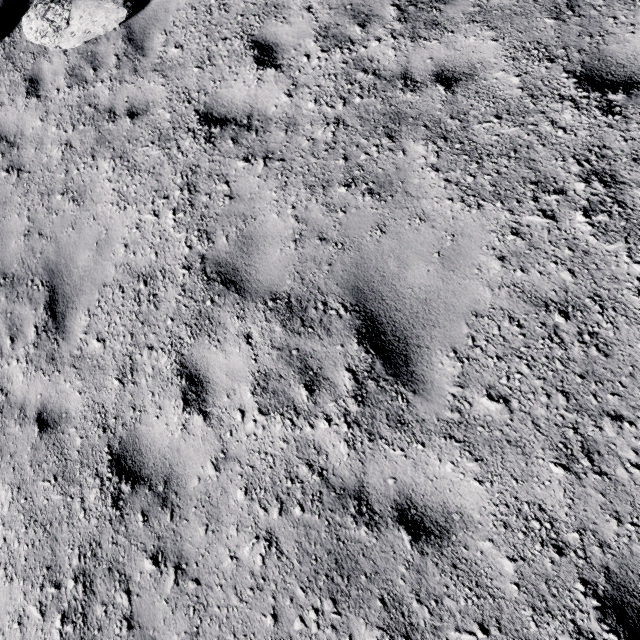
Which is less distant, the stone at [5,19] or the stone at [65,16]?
the stone at [65,16]

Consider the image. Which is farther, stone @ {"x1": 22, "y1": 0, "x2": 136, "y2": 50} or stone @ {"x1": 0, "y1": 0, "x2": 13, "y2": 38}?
stone @ {"x1": 0, "y1": 0, "x2": 13, "y2": 38}

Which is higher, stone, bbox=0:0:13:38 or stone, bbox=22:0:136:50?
stone, bbox=0:0:13:38

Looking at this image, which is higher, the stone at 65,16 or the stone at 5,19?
the stone at 5,19

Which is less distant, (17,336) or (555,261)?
(555,261)
